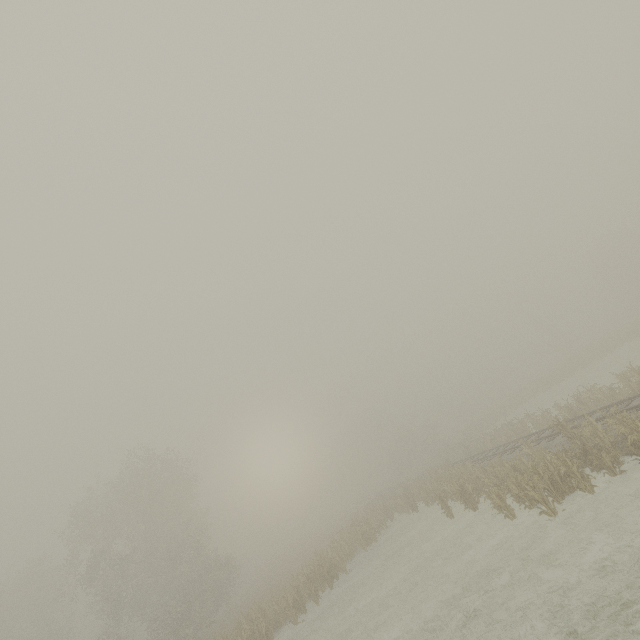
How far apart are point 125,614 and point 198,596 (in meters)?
6.91
